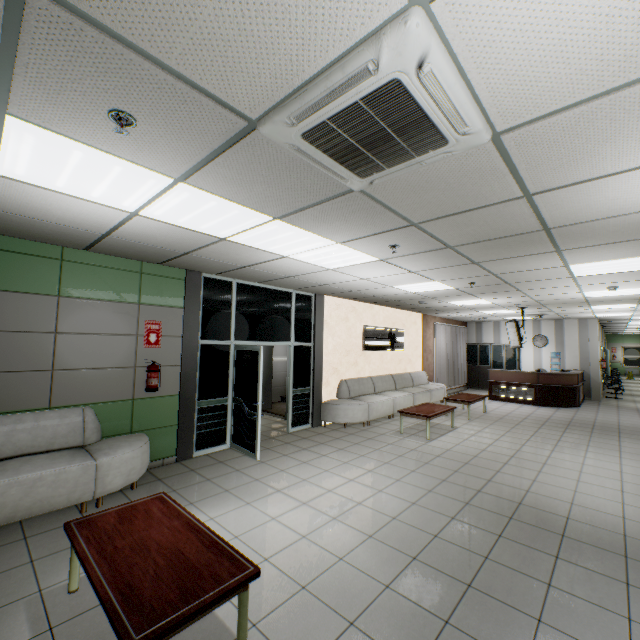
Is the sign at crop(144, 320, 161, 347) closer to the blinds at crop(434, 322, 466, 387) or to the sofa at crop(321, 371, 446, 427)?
the sofa at crop(321, 371, 446, 427)

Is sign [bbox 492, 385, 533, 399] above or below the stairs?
above

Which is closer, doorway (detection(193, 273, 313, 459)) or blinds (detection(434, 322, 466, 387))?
doorway (detection(193, 273, 313, 459))

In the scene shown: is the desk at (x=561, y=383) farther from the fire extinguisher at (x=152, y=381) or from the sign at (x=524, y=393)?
the fire extinguisher at (x=152, y=381)

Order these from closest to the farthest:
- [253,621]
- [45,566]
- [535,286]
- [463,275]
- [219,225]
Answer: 1. [253,621]
2. [45,566]
3. [219,225]
4. [463,275]
5. [535,286]

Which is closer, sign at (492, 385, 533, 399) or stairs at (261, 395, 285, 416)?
stairs at (261, 395, 285, 416)

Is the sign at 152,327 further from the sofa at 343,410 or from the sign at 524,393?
the sign at 524,393

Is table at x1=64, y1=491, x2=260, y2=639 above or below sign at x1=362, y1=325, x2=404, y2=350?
below
